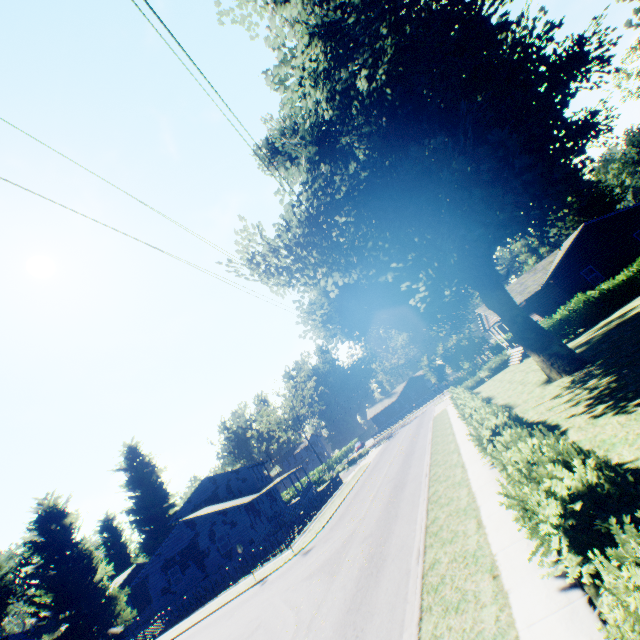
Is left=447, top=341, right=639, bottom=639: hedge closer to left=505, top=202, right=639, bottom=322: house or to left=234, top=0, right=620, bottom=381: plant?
left=234, top=0, right=620, bottom=381: plant

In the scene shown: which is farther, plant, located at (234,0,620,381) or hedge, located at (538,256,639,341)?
hedge, located at (538,256,639,341)

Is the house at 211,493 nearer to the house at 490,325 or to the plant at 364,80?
the plant at 364,80

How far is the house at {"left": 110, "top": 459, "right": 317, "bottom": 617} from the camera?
30.02m

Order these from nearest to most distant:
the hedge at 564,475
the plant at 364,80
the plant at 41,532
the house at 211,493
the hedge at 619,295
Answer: the hedge at 564,475, the plant at 364,80, the hedge at 619,295, the plant at 41,532, the house at 211,493

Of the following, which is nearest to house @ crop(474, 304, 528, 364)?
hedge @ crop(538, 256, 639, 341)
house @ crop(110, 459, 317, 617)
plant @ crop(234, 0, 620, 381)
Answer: plant @ crop(234, 0, 620, 381)

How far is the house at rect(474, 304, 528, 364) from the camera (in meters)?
31.30

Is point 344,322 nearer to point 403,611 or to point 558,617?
point 403,611
